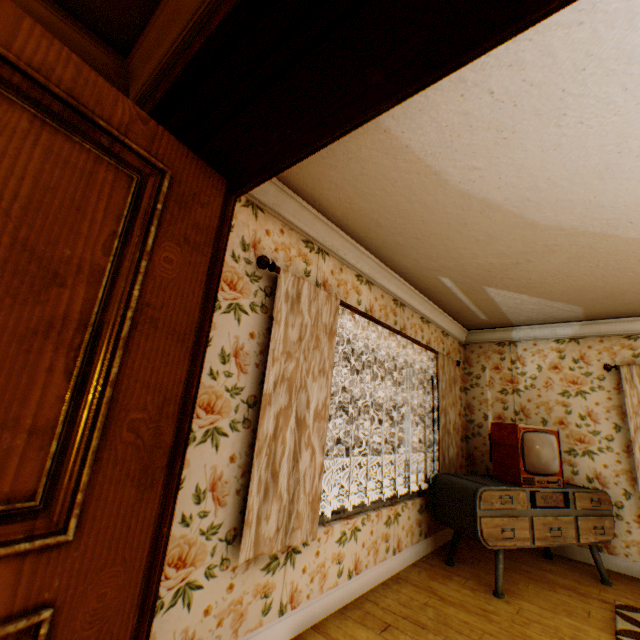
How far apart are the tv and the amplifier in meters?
0.0 m

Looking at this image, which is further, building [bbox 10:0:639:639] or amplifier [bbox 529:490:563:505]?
amplifier [bbox 529:490:563:505]

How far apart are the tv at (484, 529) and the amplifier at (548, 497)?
0.0 meters

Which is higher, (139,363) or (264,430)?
(139,363)

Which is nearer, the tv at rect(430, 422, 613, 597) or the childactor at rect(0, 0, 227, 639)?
the childactor at rect(0, 0, 227, 639)

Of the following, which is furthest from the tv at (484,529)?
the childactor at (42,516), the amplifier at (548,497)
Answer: the childactor at (42,516)

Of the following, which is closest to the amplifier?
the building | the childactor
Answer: the building

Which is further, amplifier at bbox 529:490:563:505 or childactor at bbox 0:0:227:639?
amplifier at bbox 529:490:563:505
